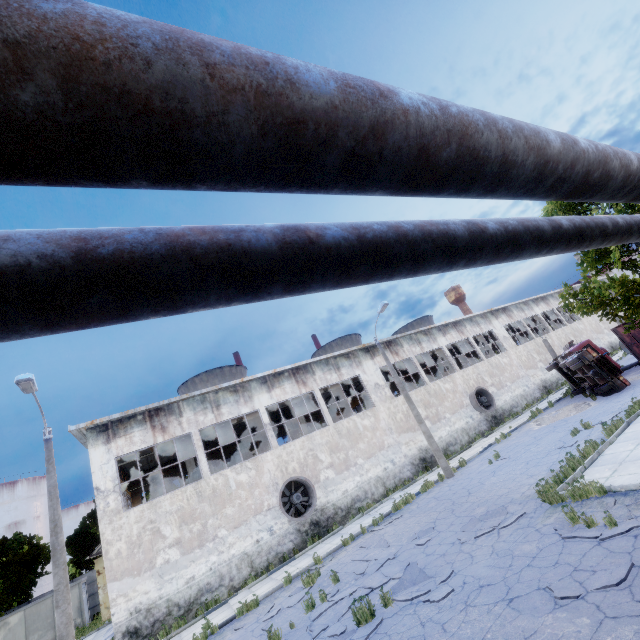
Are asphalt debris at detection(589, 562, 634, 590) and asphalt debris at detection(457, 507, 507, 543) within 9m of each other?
yes

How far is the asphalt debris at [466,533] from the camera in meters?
9.5

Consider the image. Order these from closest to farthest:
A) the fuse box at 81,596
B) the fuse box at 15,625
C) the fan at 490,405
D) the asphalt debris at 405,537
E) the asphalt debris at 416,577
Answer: the asphalt debris at 416,577 → the asphalt debris at 405,537 → the fuse box at 15,625 → the fuse box at 81,596 → the fan at 490,405

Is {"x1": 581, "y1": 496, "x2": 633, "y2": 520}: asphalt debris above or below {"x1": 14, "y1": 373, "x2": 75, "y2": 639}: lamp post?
below

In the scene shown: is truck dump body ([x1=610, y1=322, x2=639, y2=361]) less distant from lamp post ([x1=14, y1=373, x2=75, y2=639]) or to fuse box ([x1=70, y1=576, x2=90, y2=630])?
lamp post ([x1=14, y1=373, x2=75, y2=639])

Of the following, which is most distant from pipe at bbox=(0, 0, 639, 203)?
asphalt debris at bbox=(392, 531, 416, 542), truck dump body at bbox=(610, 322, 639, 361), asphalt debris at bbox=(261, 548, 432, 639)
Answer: asphalt debris at bbox=(392, 531, 416, 542)

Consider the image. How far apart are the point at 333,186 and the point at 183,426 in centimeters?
1942cm

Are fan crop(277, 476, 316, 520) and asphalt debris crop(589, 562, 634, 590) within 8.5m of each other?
no
